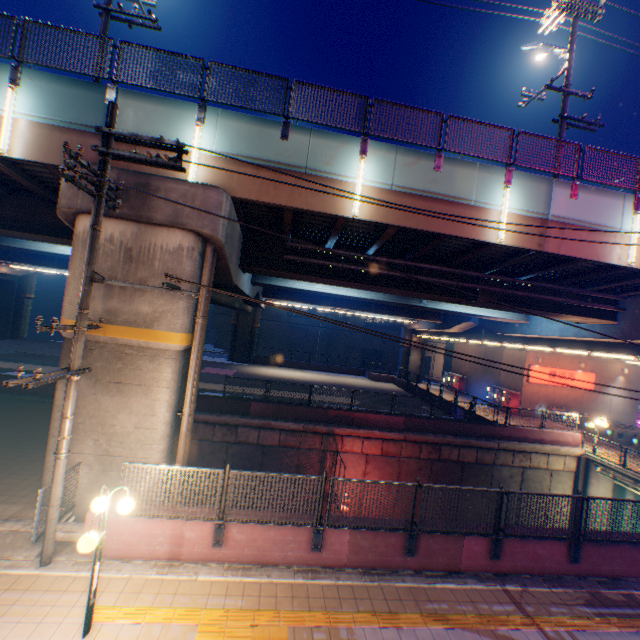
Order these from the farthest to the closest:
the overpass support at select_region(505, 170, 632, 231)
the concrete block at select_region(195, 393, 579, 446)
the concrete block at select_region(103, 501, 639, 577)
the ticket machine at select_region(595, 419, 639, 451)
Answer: the ticket machine at select_region(595, 419, 639, 451) < the concrete block at select_region(195, 393, 579, 446) < the overpass support at select_region(505, 170, 632, 231) < the concrete block at select_region(103, 501, 639, 577)

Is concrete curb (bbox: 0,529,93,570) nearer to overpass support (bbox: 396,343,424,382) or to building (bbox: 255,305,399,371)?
overpass support (bbox: 396,343,424,382)

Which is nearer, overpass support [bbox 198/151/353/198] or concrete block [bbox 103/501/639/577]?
concrete block [bbox 103/501/639/577]

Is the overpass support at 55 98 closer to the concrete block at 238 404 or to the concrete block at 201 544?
the concrete block at 238 404

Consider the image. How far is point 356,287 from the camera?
15.1m

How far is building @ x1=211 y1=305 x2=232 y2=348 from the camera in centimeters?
4944cm

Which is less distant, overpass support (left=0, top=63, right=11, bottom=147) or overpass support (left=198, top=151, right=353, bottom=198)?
overpass support (left=0, top=63, right=11, bottom=147)

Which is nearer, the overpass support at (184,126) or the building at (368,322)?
the overpass support at (184,126)
